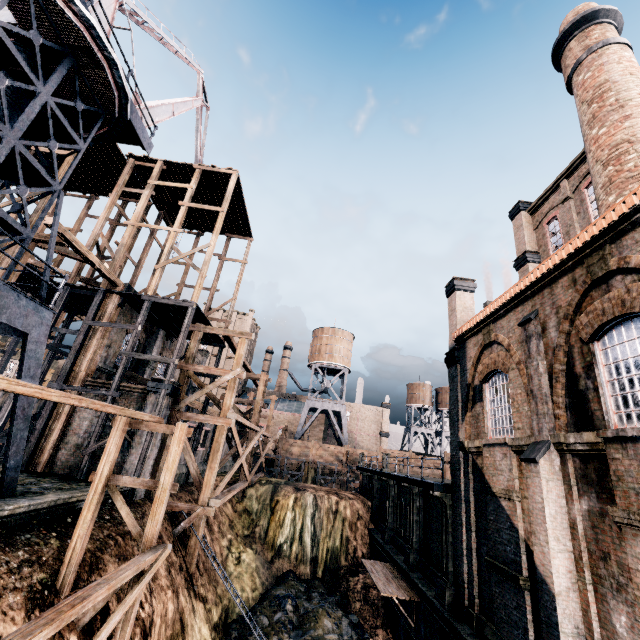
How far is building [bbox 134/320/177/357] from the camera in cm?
2508

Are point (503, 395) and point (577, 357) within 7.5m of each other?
yes

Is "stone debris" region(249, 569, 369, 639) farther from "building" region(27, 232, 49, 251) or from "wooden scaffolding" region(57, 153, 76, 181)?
"building" region(27, 232, 49, 251)

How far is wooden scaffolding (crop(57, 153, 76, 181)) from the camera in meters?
20.3 m

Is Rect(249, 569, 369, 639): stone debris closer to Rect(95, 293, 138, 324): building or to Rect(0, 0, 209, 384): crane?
Rect(95, 293, 138, 324): building

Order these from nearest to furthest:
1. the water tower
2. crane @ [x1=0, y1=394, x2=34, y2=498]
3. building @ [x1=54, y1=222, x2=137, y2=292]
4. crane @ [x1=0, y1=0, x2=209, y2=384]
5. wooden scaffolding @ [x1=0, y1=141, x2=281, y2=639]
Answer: wooden scaffolding @ [x1=0, y1=141, x2=281, y2=639] → crane @ [x1=0, y1=394, x2=34, y2=498] → crane @ [x1=0, y1=0, x2=209, y2=384] → building @ [x1=54, y1=222, x2=137, y2=292] → the water tower

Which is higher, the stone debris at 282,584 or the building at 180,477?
the building at 180,477

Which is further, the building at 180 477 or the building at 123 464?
the building at 180 477
